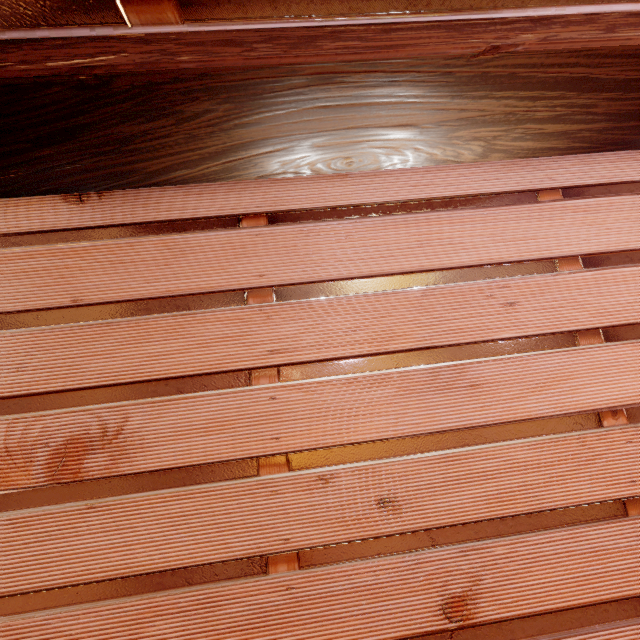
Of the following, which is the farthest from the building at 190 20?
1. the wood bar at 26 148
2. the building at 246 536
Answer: the building at 246 536

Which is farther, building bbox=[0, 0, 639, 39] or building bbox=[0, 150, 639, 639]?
building bbox=[0, 150, 639, 639]

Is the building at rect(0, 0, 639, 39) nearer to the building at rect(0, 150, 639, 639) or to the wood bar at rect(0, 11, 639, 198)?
the wood bar at rect(0, 11, 639, 198)

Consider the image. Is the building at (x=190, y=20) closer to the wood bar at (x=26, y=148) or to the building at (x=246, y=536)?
the wood bar at (x=26, y=148)

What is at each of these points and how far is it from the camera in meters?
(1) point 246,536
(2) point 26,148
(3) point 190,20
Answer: (1) building, 2.1
(2) wood bar, 2.0
(3) building, 1.6

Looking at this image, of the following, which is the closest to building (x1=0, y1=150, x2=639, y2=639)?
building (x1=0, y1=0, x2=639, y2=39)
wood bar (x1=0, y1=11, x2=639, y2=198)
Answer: wood bar (x1=0, y1=11, x2=639, y2=198)

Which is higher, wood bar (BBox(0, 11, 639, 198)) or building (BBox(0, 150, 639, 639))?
wood bar (BBox(0, 11, 639, 198))
